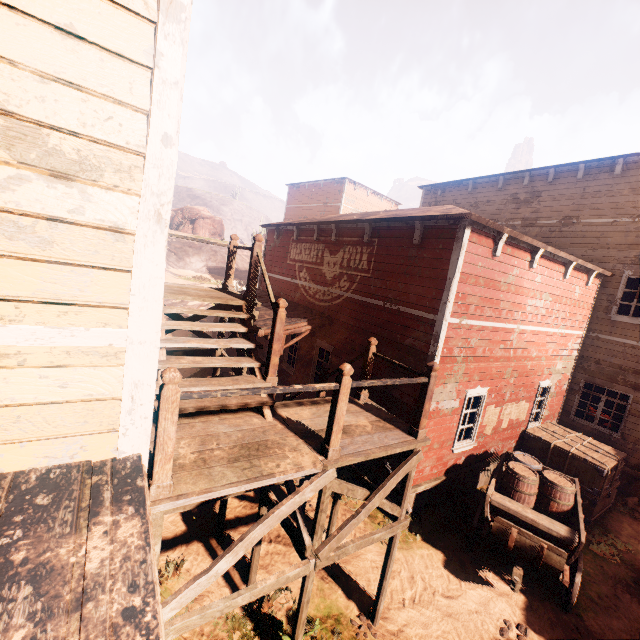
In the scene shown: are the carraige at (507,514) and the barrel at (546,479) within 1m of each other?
yes

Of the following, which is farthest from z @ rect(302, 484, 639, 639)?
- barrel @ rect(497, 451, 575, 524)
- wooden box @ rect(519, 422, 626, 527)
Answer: barrel @ rect(497, 451, 575, 524)

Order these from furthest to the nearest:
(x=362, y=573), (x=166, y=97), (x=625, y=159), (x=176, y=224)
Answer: (x=176, y=224)
(x=625, y=159)
(x=362, y=573)
(x=166, y=97)

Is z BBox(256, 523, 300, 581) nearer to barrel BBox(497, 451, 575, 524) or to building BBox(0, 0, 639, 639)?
building BBox(0, 0, 639, 639)

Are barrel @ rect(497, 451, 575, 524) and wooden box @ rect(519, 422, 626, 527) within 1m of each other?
no

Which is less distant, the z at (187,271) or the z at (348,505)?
the z at (348,505)

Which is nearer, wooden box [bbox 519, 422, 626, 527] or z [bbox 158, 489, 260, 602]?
z [bbox 158, 489, 260, 602]
